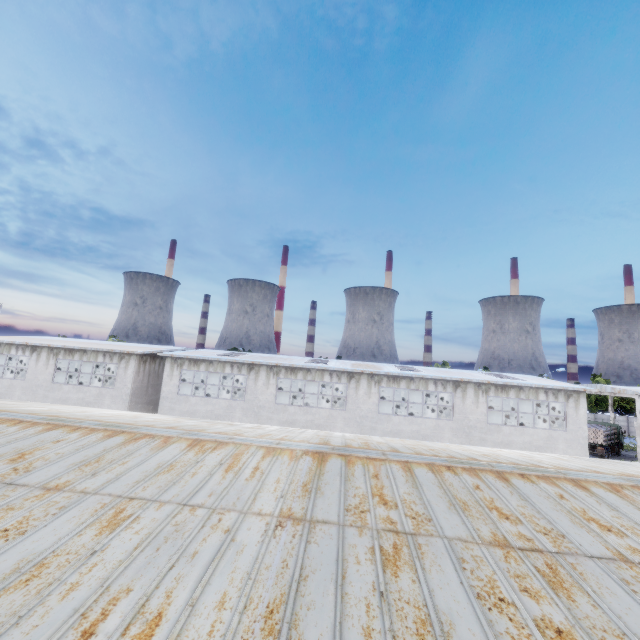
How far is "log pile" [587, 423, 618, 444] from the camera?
37.9m

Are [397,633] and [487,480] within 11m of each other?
yes

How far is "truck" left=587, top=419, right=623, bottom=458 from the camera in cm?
3803

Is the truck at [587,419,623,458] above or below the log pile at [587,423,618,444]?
below

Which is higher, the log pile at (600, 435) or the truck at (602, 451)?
the log pile at (600, 435)

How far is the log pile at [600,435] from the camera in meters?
37.9
